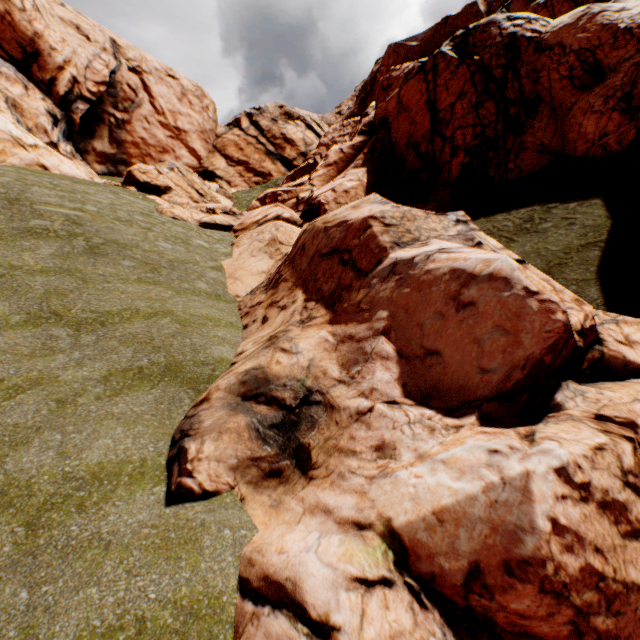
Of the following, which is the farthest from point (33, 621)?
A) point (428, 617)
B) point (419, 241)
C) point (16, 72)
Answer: point (16, 72)
